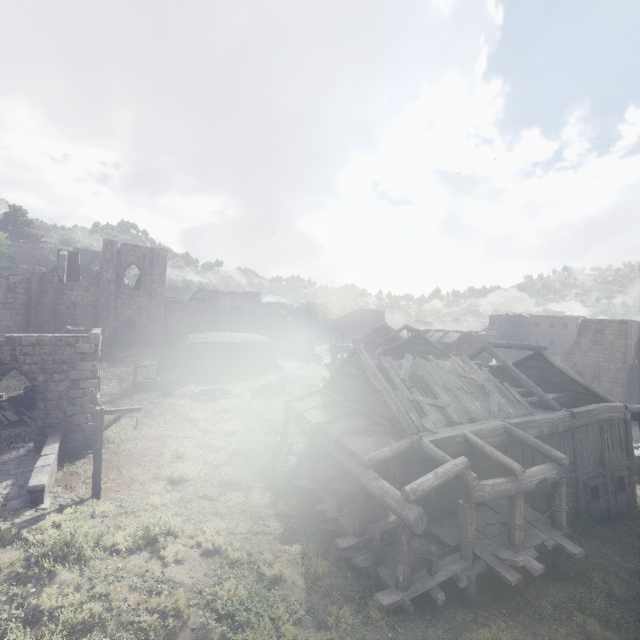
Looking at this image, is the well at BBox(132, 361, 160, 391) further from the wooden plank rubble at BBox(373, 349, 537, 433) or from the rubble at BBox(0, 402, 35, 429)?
the wooden plank rubble at BBox(373, 349, 537, 433)

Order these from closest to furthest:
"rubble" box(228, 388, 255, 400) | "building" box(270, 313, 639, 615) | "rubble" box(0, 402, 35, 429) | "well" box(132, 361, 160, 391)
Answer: "building" box(270, 313, 639, 615)
"rubble" box(0, 402, 35, 429)
"well" box(132, 361, 160, 391)
"rubble" box(228, 388, 255, 400)

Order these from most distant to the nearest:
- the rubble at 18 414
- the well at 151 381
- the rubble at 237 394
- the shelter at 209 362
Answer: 1. the shelter at 209 362
2. the rubble at 237 394
3. the well at 151 381
4. the rubble at 18 414

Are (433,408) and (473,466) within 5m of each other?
yes

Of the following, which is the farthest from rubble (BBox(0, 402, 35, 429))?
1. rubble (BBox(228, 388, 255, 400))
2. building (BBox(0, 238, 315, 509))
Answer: rubble (BBox(228, 388, 255, 400))

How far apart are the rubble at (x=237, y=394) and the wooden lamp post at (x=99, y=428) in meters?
12.8 m

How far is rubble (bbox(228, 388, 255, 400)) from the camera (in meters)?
25.40

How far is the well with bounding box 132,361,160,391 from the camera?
24.3 meters
